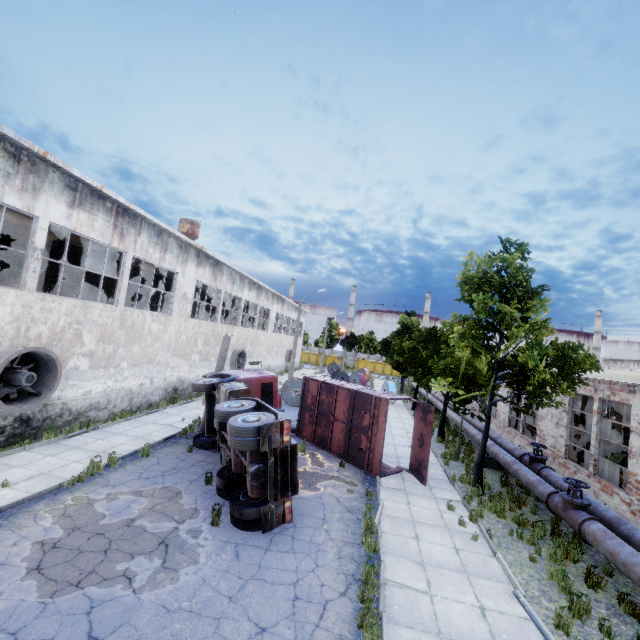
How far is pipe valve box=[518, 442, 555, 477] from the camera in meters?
12.5 m

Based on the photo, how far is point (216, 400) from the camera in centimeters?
1312cm

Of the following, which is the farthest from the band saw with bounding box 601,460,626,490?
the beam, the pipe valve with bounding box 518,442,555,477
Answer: the beam

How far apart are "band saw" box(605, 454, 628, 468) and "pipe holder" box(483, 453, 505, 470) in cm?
297

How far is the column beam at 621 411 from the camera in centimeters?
1551cm

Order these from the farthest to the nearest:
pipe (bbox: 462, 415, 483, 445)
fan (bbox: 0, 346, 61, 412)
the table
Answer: the table, pipe (bbox: 462, 415, 483, 445), fan (bbox: 0, 346, 61, 412)

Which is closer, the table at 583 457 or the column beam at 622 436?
the column beam at 622 436

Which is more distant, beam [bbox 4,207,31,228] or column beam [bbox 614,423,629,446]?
column beam [bbox 614,423,629,446]
